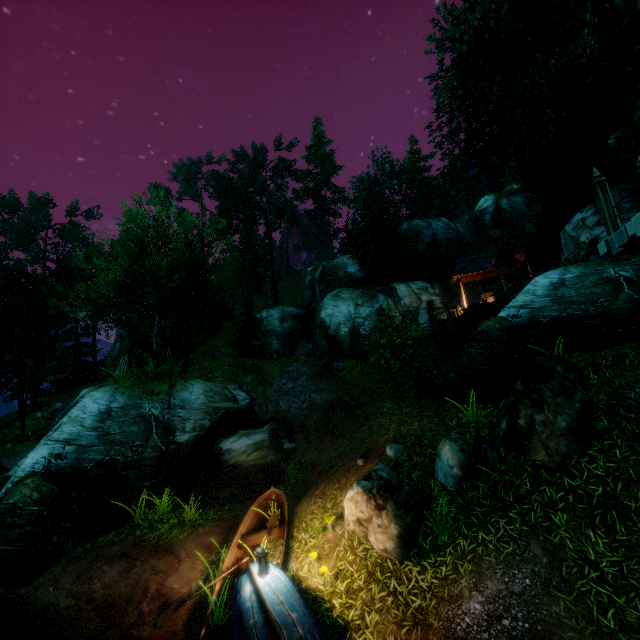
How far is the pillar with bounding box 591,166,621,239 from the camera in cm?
1113

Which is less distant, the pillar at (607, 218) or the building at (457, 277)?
the pillar at (607, 218)

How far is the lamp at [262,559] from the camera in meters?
6.1 m

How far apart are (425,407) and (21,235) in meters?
60.5 m

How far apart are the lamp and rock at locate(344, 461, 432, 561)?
1.8 meters

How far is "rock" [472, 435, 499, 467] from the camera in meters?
6.8 m

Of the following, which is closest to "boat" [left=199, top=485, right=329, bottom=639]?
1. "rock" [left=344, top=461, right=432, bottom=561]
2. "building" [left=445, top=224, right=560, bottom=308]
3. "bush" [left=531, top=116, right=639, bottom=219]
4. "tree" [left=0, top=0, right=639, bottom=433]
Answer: "rock" [left=344, top=461, right=432, bottom=561]
